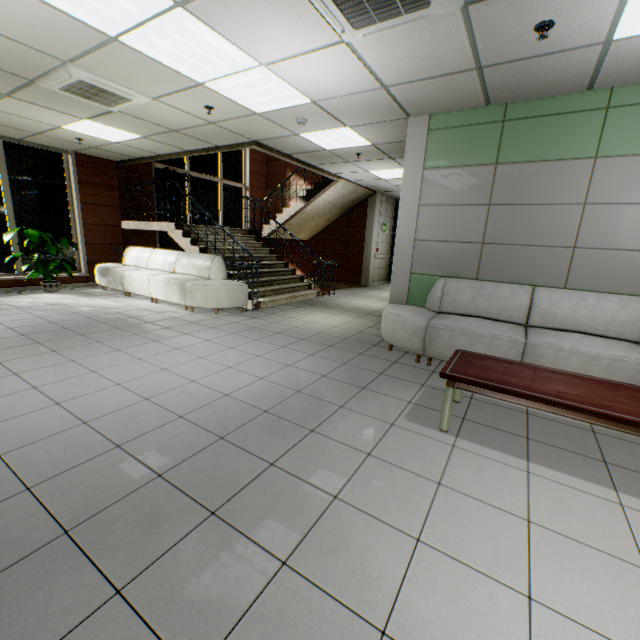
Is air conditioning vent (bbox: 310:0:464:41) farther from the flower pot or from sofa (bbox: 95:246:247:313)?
the flower pot

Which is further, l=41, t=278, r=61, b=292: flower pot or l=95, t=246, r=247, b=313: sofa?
l=41, t=278, r=61, b=292: flower pot

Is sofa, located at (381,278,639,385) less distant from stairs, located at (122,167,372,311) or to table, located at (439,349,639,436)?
table, located at (439,349,639,436)

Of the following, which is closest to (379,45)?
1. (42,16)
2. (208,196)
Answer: (42,16)

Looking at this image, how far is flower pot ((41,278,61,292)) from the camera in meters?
7.3 m

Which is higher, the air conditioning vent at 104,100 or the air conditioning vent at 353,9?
the air conditioning vent at 104,100

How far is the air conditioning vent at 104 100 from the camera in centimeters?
376cm

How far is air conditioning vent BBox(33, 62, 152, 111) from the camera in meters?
3.8
